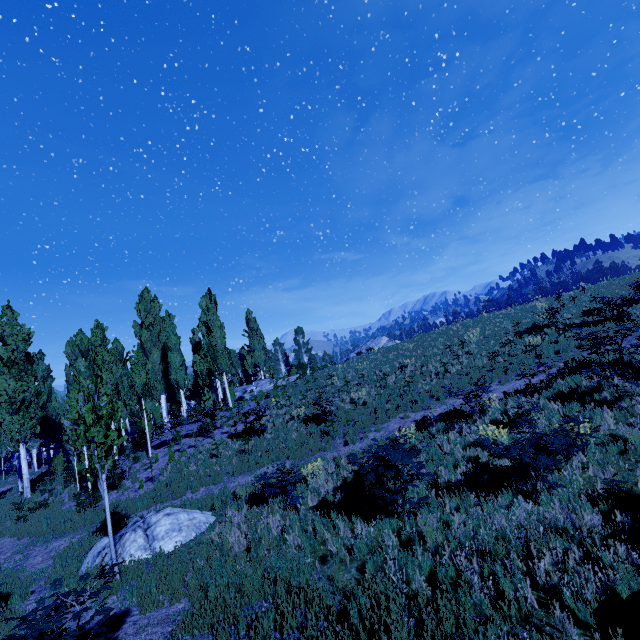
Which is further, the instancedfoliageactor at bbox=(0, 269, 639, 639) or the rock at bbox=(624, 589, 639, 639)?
the instancedfoliageactor at bbox=(0, 269, 639, 639)

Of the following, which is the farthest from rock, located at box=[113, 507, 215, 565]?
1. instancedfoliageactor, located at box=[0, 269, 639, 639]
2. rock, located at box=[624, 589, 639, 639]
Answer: rock, located at box=[624, 589, 639, 639]

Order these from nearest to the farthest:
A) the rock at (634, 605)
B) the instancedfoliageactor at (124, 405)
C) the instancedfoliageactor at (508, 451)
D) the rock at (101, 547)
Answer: the rock at (634, 605) < the instancedfoliageactor at (124, 405) < the instancedfoliageactor at (508, 451) < the rock at (101, 547)

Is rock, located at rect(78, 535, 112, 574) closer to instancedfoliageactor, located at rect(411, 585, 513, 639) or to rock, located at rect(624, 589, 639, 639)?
instancedfoliageactor, located at rect(411, 585, 513, 639)

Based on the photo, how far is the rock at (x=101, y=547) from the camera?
8.72m

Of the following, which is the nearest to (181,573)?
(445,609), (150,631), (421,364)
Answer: (150,631)

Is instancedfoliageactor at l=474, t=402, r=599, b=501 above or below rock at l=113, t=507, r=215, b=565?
above

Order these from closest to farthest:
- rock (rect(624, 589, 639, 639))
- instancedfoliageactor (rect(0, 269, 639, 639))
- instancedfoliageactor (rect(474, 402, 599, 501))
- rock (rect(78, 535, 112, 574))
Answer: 1. rock (rect(624, 589, 639, 639))
2. instancedfoliageactor (rect(0, 269, 639, 639))
3. instancedfoliageactor (rect(474, 402, 599, 501))
4. rock (rect(78, 535, 112, 574))
